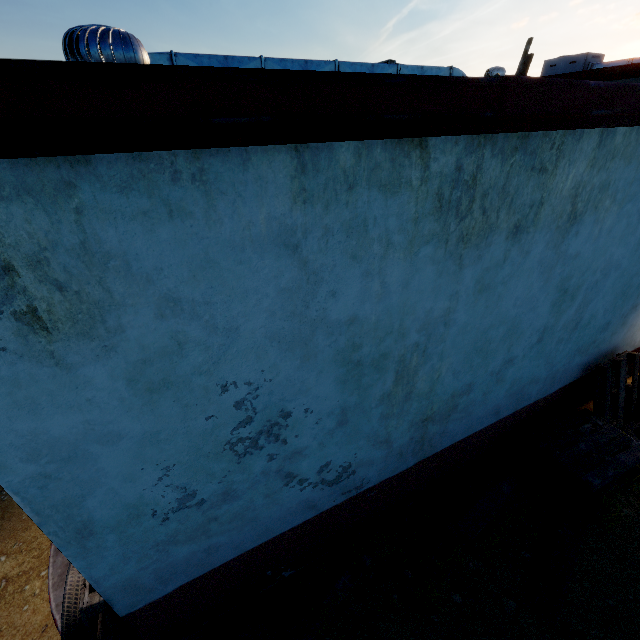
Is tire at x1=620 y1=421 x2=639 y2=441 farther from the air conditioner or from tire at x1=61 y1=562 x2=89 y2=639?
the air conditioner

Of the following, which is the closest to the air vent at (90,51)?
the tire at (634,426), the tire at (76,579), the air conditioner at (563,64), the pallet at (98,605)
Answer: the pallet at (98,605)

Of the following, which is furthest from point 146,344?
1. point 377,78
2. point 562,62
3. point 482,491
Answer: point 562,62

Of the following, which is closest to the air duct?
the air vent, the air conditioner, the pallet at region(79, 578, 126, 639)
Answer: the air vent

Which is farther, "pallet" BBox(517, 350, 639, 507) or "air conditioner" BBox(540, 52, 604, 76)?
"air conditioner" BBox(540, 52, 604, 76)

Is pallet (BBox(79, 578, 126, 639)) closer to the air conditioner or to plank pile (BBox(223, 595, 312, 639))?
plank pile (BBox(223, 595, 312, 639))

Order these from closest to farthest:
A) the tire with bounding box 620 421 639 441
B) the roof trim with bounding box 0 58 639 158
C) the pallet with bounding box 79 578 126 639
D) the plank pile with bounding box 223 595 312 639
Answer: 1. the roof trim with bounding box 0 58 639 158
2. the pallet with bounding box 79 578 126 639
3. the plank pile with bounding box 223 595 312 639
4. the tire with bounding box 620 421 639 441

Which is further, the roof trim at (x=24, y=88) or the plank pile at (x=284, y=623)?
the plank pile at (x=284, y=623)
